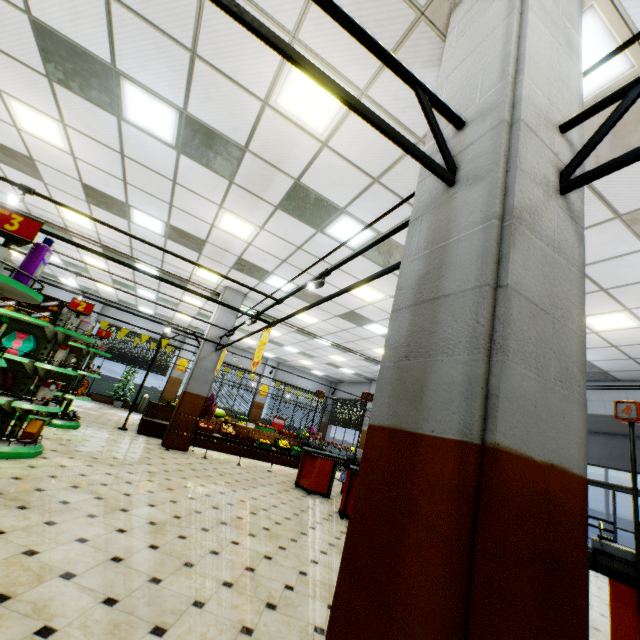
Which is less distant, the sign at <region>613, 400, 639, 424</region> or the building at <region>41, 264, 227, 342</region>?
the sign at <region>613, 400, 639, 424</region>

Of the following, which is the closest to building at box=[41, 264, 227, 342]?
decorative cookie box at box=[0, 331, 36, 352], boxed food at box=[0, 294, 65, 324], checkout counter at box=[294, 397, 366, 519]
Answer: checkout counter at box=[294, 397, 366, 519]

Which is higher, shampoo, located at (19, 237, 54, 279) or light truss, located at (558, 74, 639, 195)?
light truss, located at (558, 74, 639, 195)

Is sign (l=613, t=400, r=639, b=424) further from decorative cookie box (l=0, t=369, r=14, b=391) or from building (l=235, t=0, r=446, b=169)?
decorative cookie box (l=0, t=369, r=14, b=391)

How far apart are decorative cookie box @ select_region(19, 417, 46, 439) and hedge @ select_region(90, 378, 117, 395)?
13.30m

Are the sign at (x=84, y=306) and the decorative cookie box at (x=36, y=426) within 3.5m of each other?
yes

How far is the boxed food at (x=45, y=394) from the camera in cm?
494

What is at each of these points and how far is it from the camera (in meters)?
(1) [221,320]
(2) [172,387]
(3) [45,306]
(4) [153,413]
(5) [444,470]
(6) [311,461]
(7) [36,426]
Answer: (1) building, 10.03
(2) building, 17.78
(3) boxed food, 5.15
(4) wooden stand, 10.73
(5) building, 1.16
(6) checkout counter, 8.20
(7) decorative cookie box, 4.99
